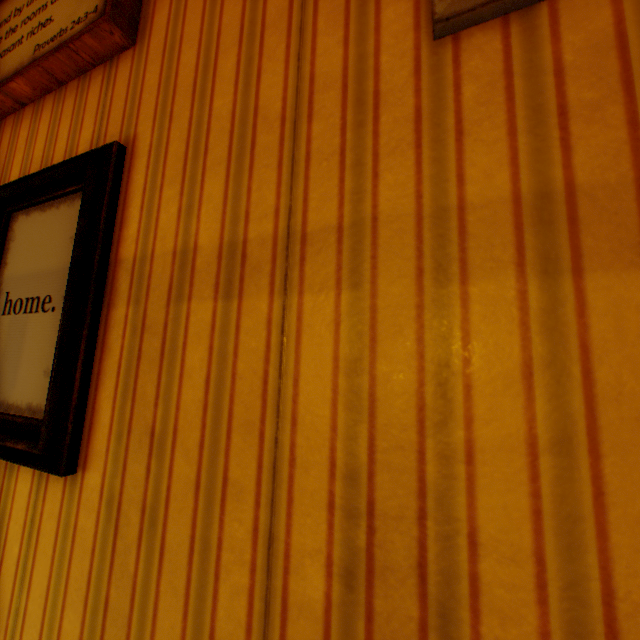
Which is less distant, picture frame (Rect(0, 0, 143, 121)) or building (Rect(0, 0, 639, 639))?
building (Rect(0, 0, 639, 639))

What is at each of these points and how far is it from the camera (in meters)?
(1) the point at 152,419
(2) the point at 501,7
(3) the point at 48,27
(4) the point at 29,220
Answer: (1) building, 0.81
(2) picture frame, 0.60
(3) picture frame, 1.25
(4) picture frame, 1.21

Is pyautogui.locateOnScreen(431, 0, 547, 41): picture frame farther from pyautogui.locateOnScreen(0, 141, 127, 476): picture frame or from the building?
pyautogui.locateOnScreen(0, 141, 127, 476): picture frame

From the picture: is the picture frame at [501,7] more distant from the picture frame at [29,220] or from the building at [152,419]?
the picture frame at [29,220]

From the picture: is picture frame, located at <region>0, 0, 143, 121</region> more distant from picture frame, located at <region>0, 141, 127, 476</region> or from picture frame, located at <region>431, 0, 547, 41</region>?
picture frame, located at <region>431, 0, 547, 41</region>

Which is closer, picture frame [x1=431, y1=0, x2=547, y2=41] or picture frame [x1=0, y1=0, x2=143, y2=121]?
picture frame [x1=431, y1=0, x2=547, y2=41]

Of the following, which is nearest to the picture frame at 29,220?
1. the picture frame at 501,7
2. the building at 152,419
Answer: the building at 152,419
